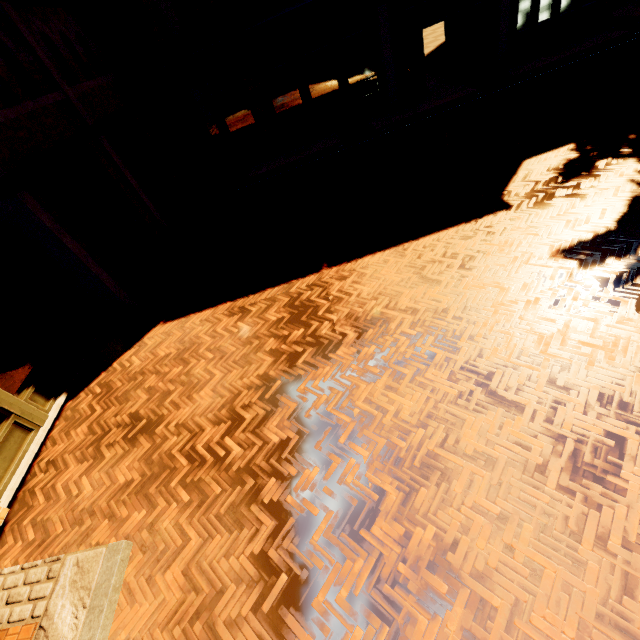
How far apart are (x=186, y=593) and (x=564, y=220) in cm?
784
